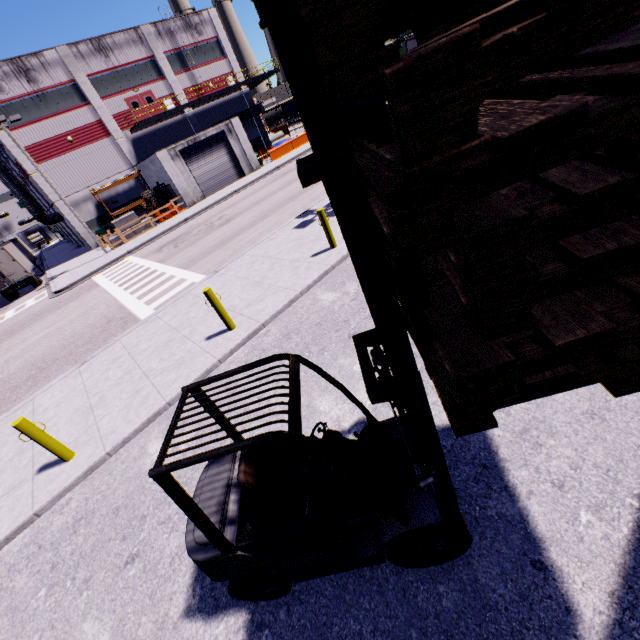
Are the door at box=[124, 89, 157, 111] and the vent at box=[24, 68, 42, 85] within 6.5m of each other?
yes

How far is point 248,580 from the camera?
3.0 meters

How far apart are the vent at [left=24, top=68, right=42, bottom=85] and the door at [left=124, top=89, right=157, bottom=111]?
5.9 meters

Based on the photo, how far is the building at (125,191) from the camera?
31.97m

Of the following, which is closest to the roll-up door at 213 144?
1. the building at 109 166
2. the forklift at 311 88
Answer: the building at 109 166

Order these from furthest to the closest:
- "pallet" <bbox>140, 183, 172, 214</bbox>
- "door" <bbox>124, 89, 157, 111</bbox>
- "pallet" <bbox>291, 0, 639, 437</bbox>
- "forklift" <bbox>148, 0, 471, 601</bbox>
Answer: "door" <bbox>124, 89, 157, 111</bbox>, "pallet" <bbox>140, 183, 172, 214</bbox>, "forklift" <bbox>148, 0, 471, 601</bbox>, "pallet" <bbox>291, 0, 639, 437</bbox>

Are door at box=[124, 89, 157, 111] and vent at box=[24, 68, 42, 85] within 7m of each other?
yes

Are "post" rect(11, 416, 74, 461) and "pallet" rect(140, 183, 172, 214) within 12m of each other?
no
